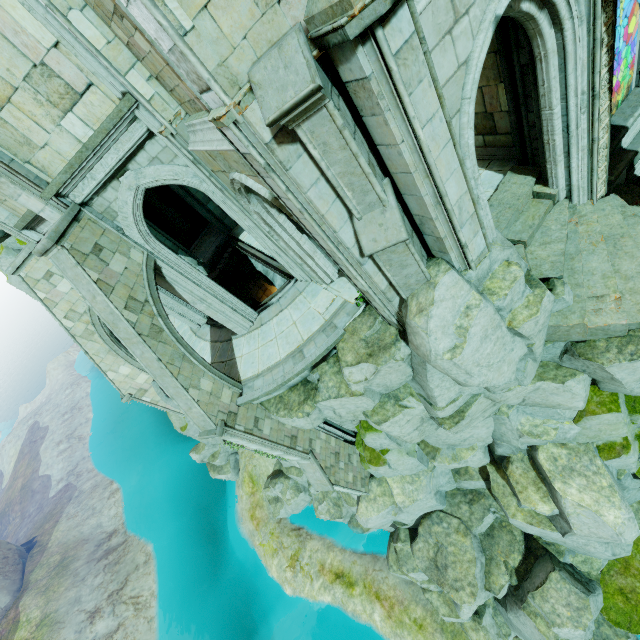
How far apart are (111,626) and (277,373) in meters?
32.1 m

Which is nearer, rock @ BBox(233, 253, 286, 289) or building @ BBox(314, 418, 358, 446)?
building @ BBox(314, 418, 358, 446)

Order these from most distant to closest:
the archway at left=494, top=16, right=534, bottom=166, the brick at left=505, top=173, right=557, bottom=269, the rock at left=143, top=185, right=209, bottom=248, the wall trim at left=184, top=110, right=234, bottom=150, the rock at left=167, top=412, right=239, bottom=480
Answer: the rock at left=167, top=412, right=239, bottom=480 → the rock at left=143, top=185, right=209, bottom=248 → the brick at left=505, top=173, right=557, bottom=269 → the archway at left=494, top=16, right=534, bottom=166 → the wall trim at left=184, top=110, right=234, bottom=150

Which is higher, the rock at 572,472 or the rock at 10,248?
the rock at 10,248

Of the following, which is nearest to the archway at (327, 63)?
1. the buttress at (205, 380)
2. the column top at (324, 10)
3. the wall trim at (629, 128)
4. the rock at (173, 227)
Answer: the column top at (324, 10)

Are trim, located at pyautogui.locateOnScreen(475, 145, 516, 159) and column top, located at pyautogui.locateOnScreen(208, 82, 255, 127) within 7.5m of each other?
no

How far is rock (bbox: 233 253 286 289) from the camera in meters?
16.6

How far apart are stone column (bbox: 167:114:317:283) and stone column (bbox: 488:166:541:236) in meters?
4.4 m
